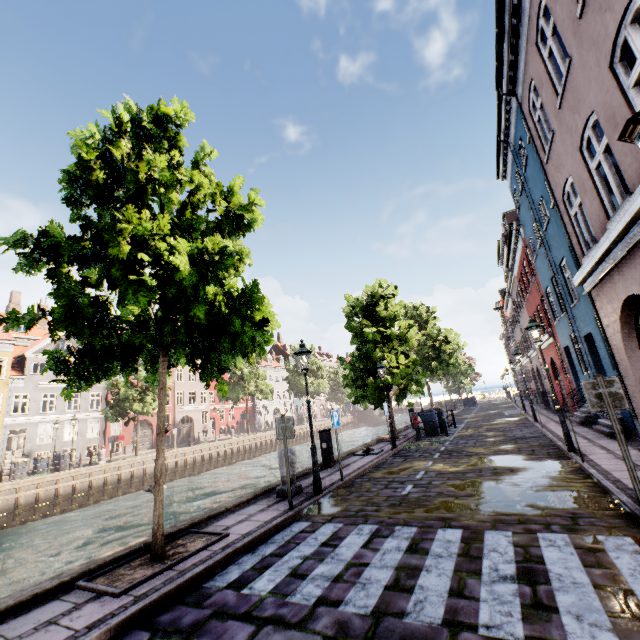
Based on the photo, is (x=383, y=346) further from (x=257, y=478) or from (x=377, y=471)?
(x=257, y=478)

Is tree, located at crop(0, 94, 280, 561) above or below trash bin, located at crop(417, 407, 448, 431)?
above

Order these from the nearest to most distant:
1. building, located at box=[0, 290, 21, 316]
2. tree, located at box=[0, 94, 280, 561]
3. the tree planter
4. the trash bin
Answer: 1. the tree planter
2. tree, located at box=[0, 94, 280, 561]
3. the trash bin
4. building, located at box=[0, 290, 21, 316]

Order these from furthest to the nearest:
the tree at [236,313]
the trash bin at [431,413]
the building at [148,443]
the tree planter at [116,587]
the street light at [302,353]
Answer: the building at [148,443] → the trash bin at [431,413] → the street light at [302,353] → the tree at [236,313] → the tree planter at [116,587]

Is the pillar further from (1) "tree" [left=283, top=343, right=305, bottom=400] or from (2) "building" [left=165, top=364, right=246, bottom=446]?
(2) "building" [left=165, top=364, right=246, bottom=446]

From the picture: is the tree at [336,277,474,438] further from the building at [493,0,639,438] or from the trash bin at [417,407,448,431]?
the building at [493,0,639,438]

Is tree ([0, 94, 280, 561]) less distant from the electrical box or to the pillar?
the pillar

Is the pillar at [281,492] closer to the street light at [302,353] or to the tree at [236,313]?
the street light at [302,353]
